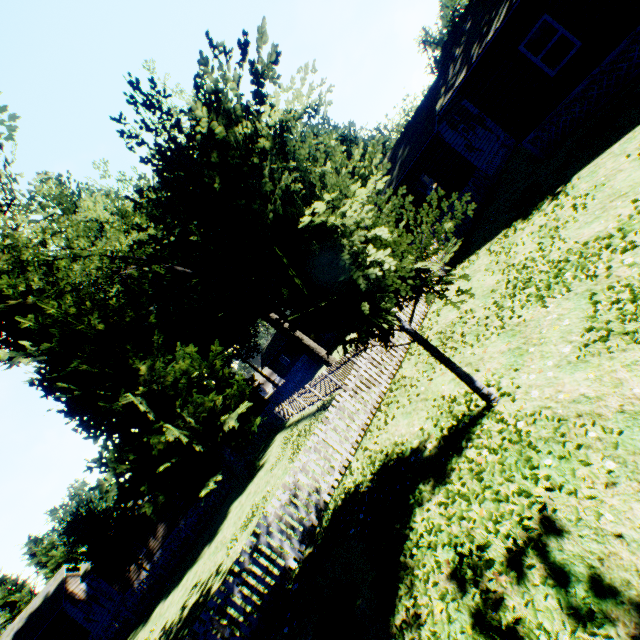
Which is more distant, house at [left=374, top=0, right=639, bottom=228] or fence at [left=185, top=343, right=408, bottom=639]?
house at [left=374, top=0, right=639, bottom=228]

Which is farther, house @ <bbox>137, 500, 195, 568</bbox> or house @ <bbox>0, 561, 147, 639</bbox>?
house @ <bbox>137, 500, 195, 568</bbox>

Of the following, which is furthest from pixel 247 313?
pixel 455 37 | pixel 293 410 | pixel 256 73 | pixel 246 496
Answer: pixel 455 37

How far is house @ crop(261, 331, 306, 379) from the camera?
47.2 meters

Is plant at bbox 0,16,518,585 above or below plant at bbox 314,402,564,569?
above

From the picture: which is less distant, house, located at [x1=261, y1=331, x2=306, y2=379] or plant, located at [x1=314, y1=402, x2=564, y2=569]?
plant, located at [x1=314, y1=402, x2=564, y2=569]

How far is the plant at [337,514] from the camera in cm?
376

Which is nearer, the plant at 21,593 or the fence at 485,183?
the fence at 485,183
